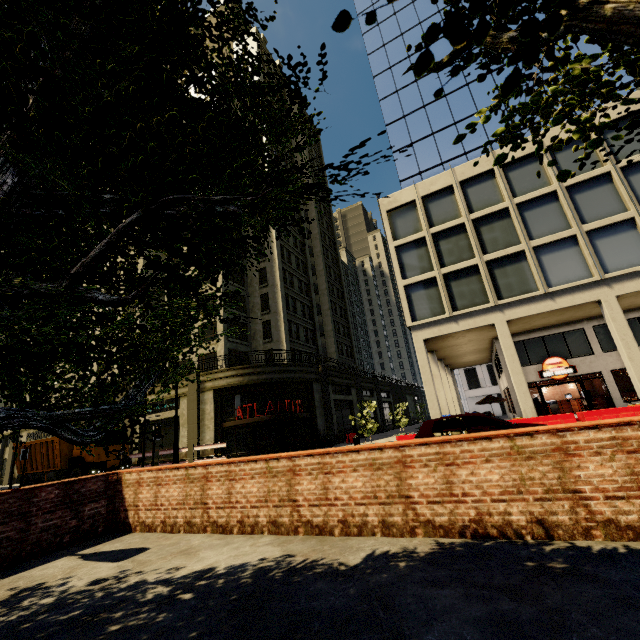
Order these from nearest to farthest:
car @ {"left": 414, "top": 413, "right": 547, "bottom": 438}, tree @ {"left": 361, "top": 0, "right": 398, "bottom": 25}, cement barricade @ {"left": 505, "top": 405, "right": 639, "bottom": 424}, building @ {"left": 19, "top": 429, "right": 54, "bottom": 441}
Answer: tree @ {"left": 361, "top": 0, "right": 398, "bottom": 25}
car @ {"left": 414, "top": 413, "right": 547, "bottom": 438}
cement barricade @ {"left": 505, "top": 405, "right": 639, "bottom": 424}
building @ {"left": 19, "top": 429, "right": 54, "bottom": 441}

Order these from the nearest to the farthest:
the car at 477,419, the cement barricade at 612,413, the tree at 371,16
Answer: the tree at 371,16
the car at 477,419
the cement barricade at 612,413

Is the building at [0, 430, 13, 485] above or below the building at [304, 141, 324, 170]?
below

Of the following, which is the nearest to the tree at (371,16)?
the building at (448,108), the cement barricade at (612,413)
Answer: the building at (448,108)

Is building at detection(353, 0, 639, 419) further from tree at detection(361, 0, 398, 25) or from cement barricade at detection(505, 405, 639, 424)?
cement barricade at detection(505, 405, 639, 424)

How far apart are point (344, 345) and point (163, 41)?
44.37m
